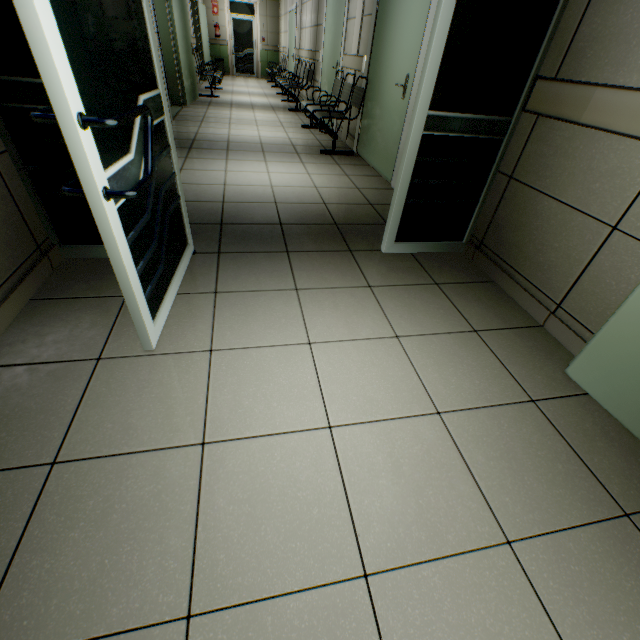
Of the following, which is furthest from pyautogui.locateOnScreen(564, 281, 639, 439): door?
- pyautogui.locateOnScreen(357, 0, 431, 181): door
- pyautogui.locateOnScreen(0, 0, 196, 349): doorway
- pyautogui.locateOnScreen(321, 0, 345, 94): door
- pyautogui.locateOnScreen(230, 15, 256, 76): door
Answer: pyautogui.locateOnScreen(230, 15, 256, 76): door

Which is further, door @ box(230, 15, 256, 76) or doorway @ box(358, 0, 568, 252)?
door @ box(230, 15, 256, 76)

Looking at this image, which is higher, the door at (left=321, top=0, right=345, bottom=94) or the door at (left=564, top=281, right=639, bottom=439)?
the door at (left=321, top=0, right=345, bottom=94)

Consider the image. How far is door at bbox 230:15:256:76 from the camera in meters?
13.2

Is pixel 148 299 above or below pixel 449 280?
above

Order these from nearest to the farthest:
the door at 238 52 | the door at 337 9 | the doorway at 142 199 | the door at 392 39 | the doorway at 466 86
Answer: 1. the doorway at 142 199
2. the doorway at 466 86
3. the door at 392 39
4. the door at 337 9
5. the door at 238 52

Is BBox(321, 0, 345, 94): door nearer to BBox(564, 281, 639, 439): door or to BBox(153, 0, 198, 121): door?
BBox(153, 0, 198, 121): door

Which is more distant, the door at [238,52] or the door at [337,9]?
the door at [238,52]
